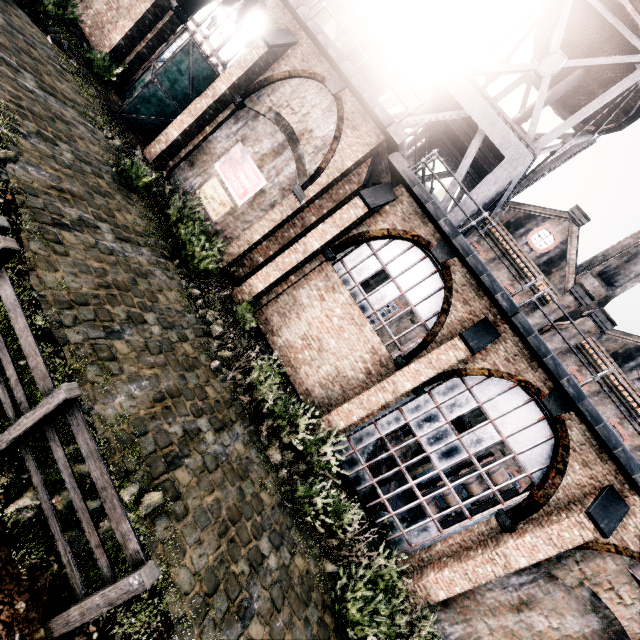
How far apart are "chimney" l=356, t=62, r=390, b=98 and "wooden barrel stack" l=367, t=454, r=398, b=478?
17.87m

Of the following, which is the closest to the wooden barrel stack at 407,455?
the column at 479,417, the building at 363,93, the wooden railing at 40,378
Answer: the building at 363,93

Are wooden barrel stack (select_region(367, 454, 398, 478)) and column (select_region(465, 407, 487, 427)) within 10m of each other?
yes

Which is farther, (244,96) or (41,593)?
(244,96)

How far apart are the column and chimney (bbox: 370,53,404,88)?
17.9m

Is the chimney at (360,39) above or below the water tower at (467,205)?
above

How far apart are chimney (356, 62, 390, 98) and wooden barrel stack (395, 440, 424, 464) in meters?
17.2 m

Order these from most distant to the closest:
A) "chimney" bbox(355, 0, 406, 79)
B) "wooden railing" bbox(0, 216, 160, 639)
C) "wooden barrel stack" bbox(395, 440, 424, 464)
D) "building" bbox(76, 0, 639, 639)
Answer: "chimney" bbox(355, 0, 406, 79), "wooden barrel stack" bbox(395, 440, 424, 464), "building" bbox(76, 0, 639, 639), "wooden railing" bbox(0, 216, 160, 639)
